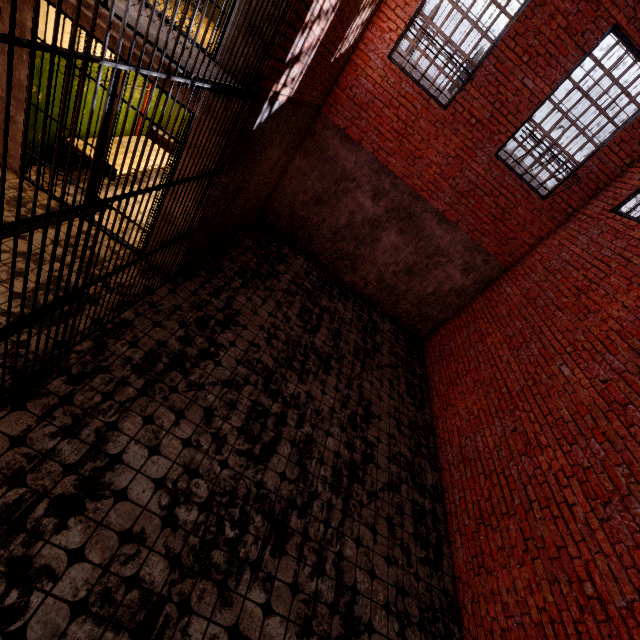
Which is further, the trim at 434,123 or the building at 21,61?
the trim at 434,123

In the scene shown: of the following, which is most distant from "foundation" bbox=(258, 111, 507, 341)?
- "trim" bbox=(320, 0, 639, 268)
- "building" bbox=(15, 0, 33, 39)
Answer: "building" bbox=(15, 0, 33, 39)

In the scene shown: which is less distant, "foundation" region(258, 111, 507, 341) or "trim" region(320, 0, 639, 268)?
"trim" region(320, 0, 639, 268)

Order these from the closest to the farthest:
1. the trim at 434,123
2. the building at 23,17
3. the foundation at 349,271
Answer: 1. the building at 23,17
2. the trim at 434,123
3. the foundation at 349,271

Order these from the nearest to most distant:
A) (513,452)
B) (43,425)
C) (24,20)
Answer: (43,425)
(24,20)
(513,452)

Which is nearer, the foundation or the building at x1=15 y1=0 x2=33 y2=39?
the building at x1=15 y1=0 x2=33 y2=39
